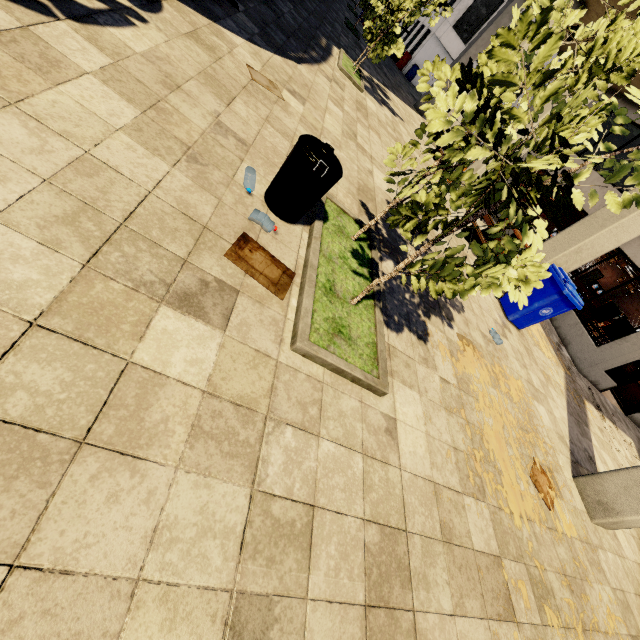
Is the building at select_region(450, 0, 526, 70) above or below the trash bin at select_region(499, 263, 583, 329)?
Result: above

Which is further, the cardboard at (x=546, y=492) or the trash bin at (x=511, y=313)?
the trash bin at (x=511, y=313)

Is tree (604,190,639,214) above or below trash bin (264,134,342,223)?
above

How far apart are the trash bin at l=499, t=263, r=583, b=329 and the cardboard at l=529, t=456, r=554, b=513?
3.55m

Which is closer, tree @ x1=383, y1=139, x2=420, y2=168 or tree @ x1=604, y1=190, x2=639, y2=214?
tree @ x1=604, y1=190, x2=639, y2=214

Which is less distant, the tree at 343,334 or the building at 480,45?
the tree at 343,334

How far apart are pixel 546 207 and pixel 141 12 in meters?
4.5 m

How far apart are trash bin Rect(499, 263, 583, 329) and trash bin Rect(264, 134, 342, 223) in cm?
562
